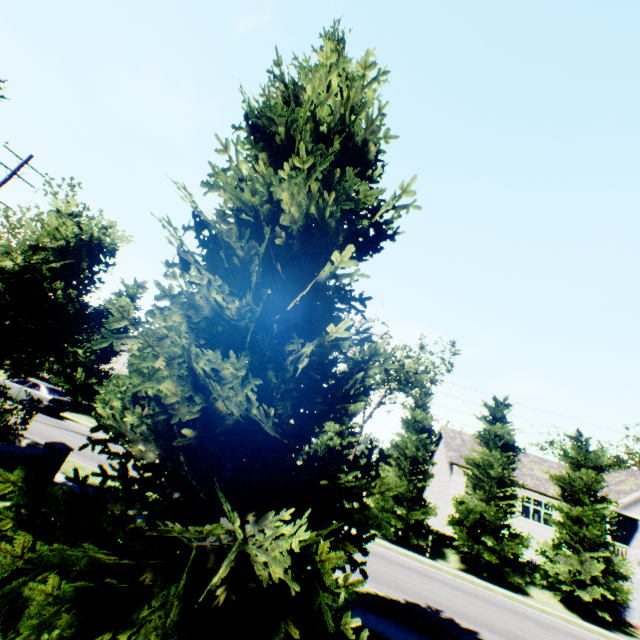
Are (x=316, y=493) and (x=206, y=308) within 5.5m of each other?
yes

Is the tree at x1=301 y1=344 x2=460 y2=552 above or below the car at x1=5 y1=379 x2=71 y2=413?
above

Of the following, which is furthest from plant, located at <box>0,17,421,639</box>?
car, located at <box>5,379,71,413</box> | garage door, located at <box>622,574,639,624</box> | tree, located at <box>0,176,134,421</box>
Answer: garage door, located at <box>622,574,639,624</box>

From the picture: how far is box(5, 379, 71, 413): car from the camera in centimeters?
2003cm

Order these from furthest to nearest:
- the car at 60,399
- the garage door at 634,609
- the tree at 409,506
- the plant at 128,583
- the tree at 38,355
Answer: the garage door at 634,609
the tree at 409,506
the car at 60,399
the tree at 38,355
the plant at 128,583

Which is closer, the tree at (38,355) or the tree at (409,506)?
the tree at (38,355)

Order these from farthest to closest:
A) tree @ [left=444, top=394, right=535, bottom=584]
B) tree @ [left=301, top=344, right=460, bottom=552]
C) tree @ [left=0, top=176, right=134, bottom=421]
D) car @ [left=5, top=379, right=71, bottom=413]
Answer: tree @ [left=301, top=344, right=460, bottom=552] < car @ [left=5, top=379, right=71, bottom=413] < tree @ [left=444, top=394, right=535, bottom=584] < tree @ [left=0, top=176, right=134, bottom=421]

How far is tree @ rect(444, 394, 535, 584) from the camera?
19.3m
